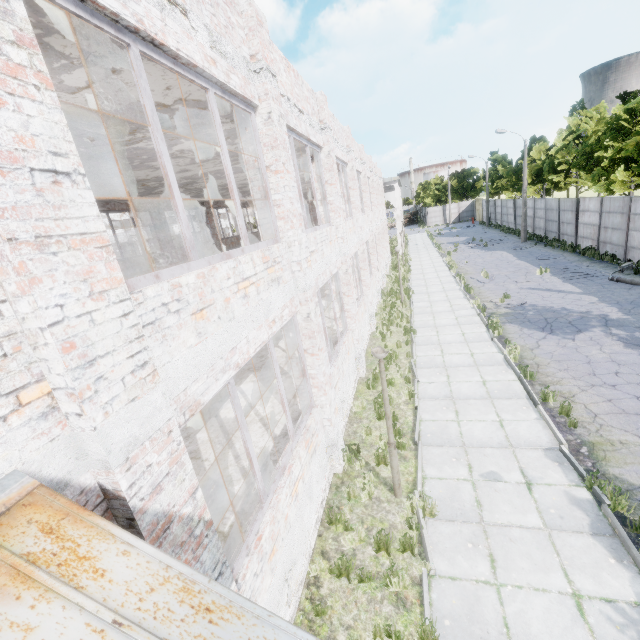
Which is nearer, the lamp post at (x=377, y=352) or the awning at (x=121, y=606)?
the awning at (x=121, y=606)

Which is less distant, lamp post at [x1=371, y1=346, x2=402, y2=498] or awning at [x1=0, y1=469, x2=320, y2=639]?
awning at [x1=0, y1=469, x2=320, y2=639]

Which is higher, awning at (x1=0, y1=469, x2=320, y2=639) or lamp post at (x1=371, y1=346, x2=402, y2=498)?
awning at (x1=0, y1=469, x2=320, y2=639)

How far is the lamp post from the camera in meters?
5.7 m

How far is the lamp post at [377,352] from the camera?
5.7 meters

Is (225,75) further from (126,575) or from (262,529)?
(262,529)
